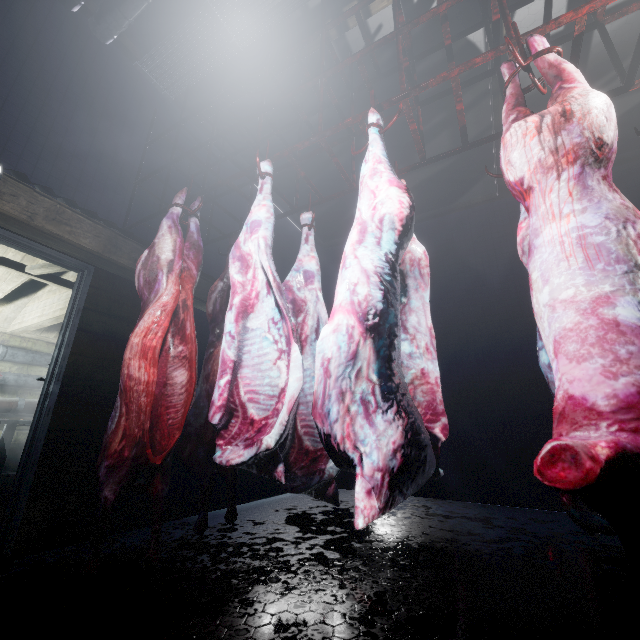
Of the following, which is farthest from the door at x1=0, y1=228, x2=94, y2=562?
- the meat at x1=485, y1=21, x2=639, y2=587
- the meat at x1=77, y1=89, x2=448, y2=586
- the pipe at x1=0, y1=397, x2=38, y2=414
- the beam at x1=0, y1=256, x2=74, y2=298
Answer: the meat at x1=485, y1=21, x2=639, y2=587

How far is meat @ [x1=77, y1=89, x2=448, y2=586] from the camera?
0.99m

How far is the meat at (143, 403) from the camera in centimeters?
99cm

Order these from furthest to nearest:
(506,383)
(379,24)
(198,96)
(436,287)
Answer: (436,287) → (506,383) → (198,96) → (379,24)

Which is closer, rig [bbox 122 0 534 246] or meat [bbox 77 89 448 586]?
meat [bbox 77 89 448 586]

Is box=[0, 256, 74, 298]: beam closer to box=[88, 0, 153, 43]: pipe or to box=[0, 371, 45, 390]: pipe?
box=[0, 371, 45, 390]: pipe

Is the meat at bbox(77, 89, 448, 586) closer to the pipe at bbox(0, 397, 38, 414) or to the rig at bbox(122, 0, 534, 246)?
the rig at bbox(122, 0, 534, 246)

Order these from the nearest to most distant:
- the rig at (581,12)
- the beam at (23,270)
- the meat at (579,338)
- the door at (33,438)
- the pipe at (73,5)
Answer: the meat at (579,338) < the rig at (581,12) < the door at (33,438) < the pipe at (73,5) < the beam at (23,270)
